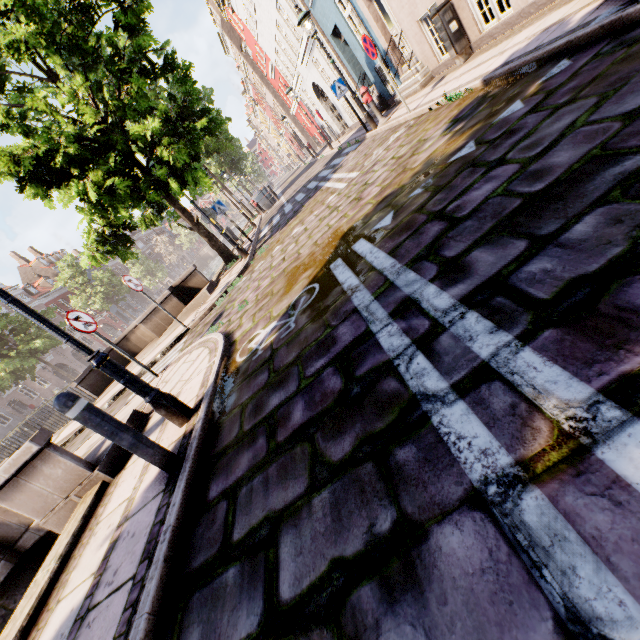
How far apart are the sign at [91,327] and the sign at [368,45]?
8.2m

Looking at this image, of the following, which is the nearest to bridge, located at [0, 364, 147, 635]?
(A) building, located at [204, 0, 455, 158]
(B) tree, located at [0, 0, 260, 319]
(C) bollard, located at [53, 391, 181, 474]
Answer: (B) tree, located at [0, 0, 260, 319]

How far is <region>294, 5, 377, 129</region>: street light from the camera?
9.3m

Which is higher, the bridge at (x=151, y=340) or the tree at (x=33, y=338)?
the tree at (x=33, y=338)

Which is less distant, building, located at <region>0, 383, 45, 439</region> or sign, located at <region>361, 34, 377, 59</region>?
sign, located at <region>361, 34, 377, 59</region>

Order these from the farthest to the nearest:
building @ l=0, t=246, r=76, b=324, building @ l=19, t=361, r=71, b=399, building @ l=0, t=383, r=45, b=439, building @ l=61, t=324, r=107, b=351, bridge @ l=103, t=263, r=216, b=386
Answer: building @ l=61, t=324, r=107, b=351 → building @ l=0, t=246, r=76, b=324 → building @ l=19, t=361, r=71, b=399 → building @ l=0, t=383, r=45, b=439 → bridge @ l=103, t=263, r=216, b=386

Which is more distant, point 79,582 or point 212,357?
point 212,357

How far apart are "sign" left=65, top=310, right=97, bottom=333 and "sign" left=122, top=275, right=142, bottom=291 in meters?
1.9
